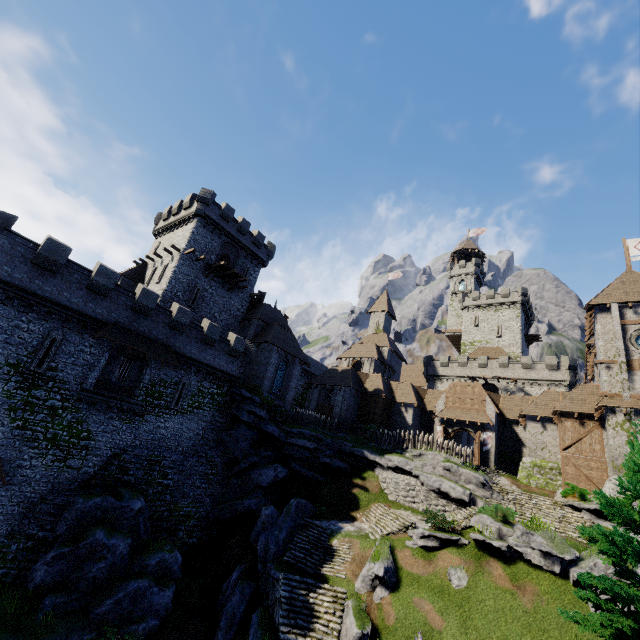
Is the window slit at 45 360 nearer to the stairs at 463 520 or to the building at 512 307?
the stairs at 463 520

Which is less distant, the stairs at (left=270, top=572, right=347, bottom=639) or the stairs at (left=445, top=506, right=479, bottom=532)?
the stairs at (left=270, top=572, right=347, bottom=639)

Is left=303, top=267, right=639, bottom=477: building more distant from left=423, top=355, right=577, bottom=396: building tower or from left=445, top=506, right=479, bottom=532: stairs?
left=423, top=355, right=577, bottom=396: building tower

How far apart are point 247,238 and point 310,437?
24.31m

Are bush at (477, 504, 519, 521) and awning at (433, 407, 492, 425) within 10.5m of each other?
no

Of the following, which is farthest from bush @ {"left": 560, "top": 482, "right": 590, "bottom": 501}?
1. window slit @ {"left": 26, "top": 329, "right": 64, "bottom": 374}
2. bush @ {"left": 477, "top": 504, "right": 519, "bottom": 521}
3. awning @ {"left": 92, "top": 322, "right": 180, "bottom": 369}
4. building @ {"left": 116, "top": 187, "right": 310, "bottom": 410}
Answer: window slit @ {"left": 26, "top": 329, "right": 64, "bottom": 374}

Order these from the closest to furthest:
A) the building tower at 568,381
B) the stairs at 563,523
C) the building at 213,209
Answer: the stairs at 563,523 → the building at 213,209 → the building tower at 568,381

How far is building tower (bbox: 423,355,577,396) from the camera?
45.0 meters
